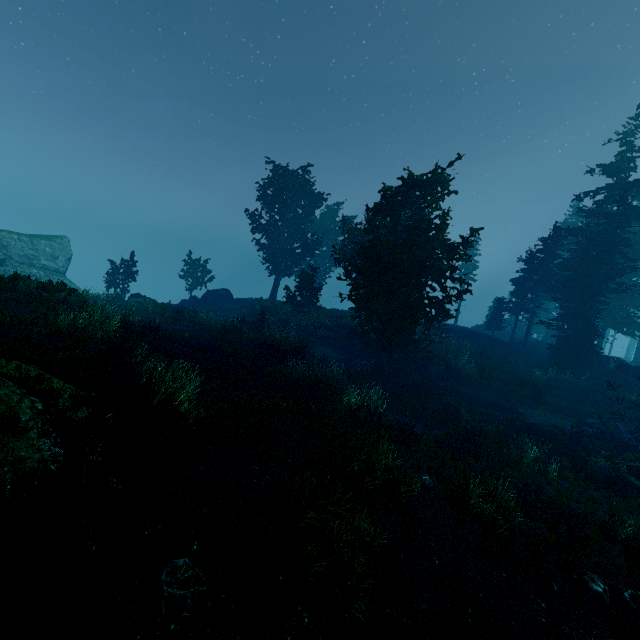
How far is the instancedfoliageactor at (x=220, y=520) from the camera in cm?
561

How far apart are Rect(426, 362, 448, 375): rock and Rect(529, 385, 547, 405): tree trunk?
5.5 meters

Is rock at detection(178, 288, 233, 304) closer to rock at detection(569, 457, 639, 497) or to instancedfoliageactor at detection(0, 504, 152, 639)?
instancedfoliageactor at detection(0, 504, 152, 639)

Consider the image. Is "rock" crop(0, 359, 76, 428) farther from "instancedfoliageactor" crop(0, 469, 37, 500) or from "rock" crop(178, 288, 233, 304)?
"rock" crop(178, 288, 233, 304)

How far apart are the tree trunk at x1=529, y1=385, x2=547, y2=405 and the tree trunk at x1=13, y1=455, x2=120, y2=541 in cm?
2519

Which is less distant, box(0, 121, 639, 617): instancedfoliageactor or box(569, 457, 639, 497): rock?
box(0, 121, 639, 617): instancedfoliageactor

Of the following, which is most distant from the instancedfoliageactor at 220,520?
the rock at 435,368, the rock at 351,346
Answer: the rock at 435,368

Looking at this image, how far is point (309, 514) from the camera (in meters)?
6.64
